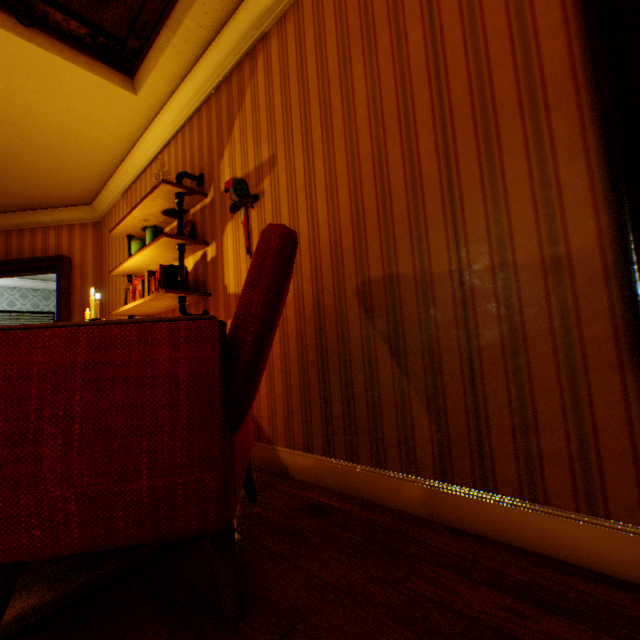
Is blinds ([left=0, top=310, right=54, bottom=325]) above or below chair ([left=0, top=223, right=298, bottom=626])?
above

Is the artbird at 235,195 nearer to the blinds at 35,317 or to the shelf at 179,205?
the shelf at 179,205

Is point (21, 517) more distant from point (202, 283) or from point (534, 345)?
point (202, 283)

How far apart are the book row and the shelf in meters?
0.0

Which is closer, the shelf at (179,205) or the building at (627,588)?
the building at (627,588)

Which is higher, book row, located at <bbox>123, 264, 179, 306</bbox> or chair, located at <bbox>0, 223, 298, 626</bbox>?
book row, located at <bbox>123, 264, 179, 306</bbox>

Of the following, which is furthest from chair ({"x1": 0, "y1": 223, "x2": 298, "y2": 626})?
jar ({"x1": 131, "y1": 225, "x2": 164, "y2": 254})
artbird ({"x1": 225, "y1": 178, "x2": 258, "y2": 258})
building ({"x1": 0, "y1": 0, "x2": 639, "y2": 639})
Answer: jar ({"x1": 131, "y1": 225, "x2": 164, "y2": 254})

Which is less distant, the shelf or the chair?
the chair
